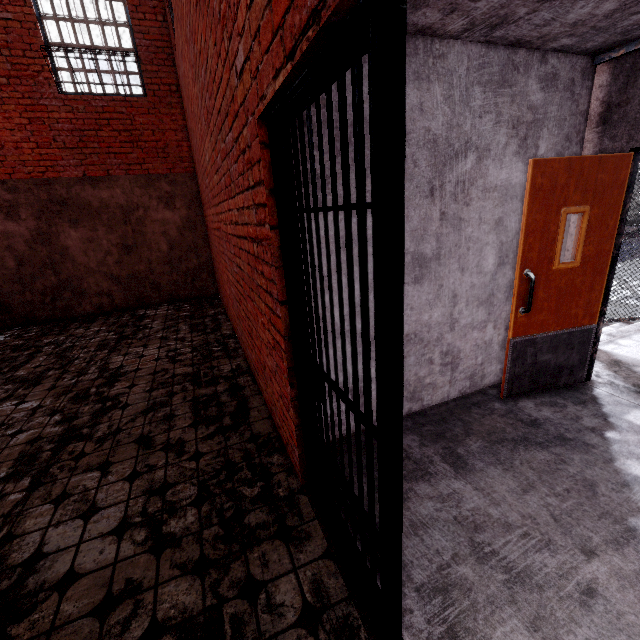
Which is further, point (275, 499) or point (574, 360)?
A: point (574, 360)

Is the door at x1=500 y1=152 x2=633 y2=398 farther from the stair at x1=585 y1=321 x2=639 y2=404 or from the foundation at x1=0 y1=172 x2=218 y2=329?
the foundation at x1=0 y1=172 x2=218 y2=329

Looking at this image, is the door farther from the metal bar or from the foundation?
the foundation

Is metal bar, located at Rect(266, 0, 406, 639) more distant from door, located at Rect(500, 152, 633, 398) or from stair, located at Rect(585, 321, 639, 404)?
stair, located at Rect(585, 321, 639, 404)

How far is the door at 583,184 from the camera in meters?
2.6

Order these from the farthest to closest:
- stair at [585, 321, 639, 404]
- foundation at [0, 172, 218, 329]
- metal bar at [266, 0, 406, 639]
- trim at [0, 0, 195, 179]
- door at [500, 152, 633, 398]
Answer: foundation at [0, 172, 218, 329] → trim at [0, 0, 195, 179] → stair at [585, 321, 639, 404] → door at [500, 152, 633, 398] → metal bar at [266, 0, 406, 639]

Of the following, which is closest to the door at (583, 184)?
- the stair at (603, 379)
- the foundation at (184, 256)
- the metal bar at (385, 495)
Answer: the stair at (603, 379)

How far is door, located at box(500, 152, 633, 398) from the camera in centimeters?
263cm
